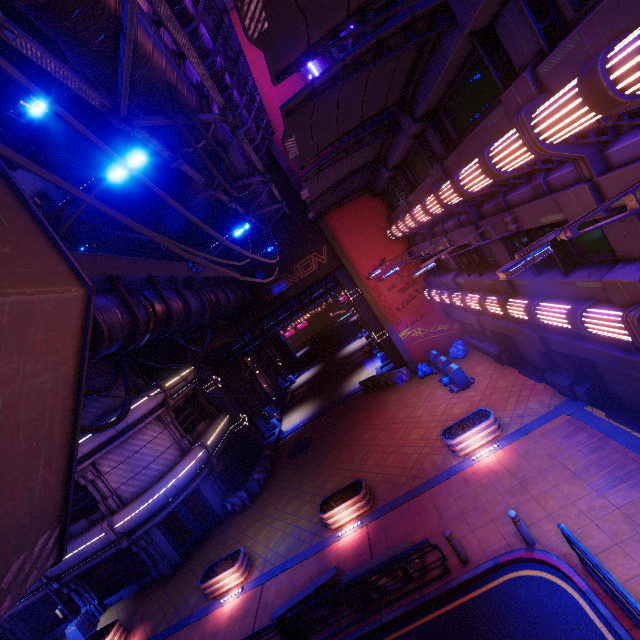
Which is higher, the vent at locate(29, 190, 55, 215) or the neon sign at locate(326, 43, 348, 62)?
the vent at locate(29, 190, 55, 215)

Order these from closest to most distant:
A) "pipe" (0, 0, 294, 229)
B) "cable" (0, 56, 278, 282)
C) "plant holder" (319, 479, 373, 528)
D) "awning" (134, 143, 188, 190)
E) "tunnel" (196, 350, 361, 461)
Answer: "cable" (0, 56, 278, 282) < "pipe" (0, 0, 294, 229) < "plant holder" (319, 479, 373, 528) < "awning" (134, 143, 188, 190) < "tunnel" (196, 350, 361, 461)

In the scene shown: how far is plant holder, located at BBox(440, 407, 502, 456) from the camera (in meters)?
12.66

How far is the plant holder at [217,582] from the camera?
13.8m

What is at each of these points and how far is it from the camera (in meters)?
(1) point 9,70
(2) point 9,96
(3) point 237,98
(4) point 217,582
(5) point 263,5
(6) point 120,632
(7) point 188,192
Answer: (1) cable, 1.14
(2) awning, 9.95
(3) walkway, 14.13
(4) plant holder, 13.91
(5) awning, 4.47
(6) plant holder, 15.08
(7) building, 21.09

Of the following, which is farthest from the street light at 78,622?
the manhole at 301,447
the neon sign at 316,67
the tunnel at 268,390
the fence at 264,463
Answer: the neon sign at 316,67

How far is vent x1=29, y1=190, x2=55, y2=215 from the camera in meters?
25.3

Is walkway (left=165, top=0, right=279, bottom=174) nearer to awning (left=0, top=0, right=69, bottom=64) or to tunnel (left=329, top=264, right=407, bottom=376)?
awning (left=0, top=0, right=69, bottom=64)
